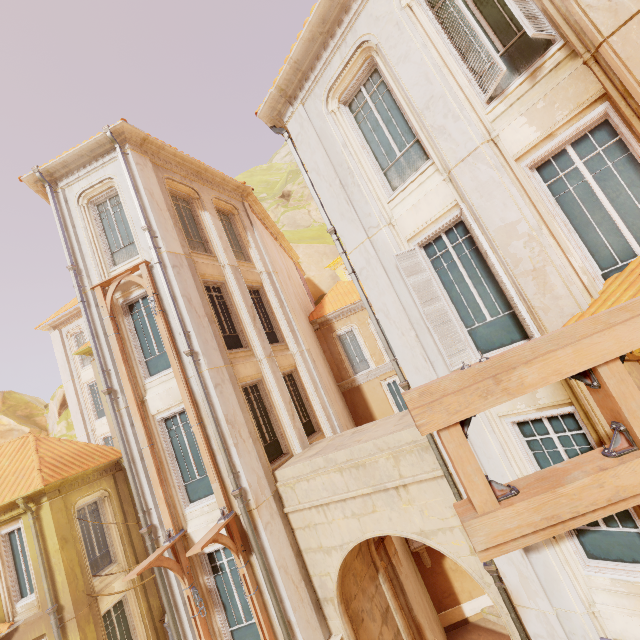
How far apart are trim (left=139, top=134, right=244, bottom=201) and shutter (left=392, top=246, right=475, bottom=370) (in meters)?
9.69

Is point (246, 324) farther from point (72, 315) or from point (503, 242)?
point (72, 315)

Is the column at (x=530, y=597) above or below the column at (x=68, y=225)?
below

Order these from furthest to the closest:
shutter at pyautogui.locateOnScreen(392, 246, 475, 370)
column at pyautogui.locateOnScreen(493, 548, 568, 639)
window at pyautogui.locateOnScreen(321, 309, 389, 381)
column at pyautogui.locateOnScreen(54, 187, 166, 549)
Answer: window at pyautogui.locateOnScreen(321, 309, 389, 381) < column at pyautogui.locateOnScreen(54, 187, 166, 549) < shutter at pyautogui.locateOnScreen(392, 246, 475, 370) < column at pyautogui.locateOnScreen(493, 548, 568, 639)

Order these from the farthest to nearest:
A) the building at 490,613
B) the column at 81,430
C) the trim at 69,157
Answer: the column at 81,430, the building at 490,613, the trim at 69,157

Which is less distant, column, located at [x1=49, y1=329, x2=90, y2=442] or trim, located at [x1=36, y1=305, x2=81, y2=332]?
column, located at [x1=49, y1=329, x2=90, y2=442]

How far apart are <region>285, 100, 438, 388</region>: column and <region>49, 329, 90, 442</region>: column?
23.0m

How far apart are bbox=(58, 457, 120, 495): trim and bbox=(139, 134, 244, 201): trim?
11.9m
